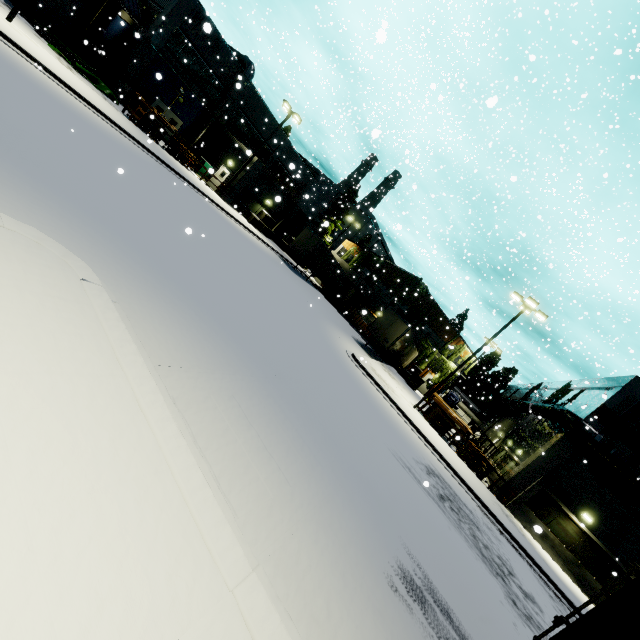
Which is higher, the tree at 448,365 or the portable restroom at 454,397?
the tree at 448,365

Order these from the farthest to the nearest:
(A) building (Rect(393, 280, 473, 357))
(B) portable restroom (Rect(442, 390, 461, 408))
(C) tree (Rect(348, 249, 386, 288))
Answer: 1. (C) tree (Rect(348, 249, 386, 288))
2. (A) building (Rect(393, 280, 473, 357))
3. (B) portable restroom (Rect(442, 390, 461, 408))

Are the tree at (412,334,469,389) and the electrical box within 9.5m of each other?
yes

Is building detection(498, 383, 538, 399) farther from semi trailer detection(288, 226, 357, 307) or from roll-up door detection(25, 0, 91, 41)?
roll-up door detection(25, 0, 91, 41)

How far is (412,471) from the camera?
11.0 meters

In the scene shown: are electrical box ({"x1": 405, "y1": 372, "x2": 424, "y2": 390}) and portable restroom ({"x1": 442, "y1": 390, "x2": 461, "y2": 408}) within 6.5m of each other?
yes

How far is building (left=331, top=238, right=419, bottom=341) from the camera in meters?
43.3

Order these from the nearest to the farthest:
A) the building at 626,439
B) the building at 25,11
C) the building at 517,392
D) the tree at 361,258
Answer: the building at 626,439, the building at 25,11, the building at 517,392, the tree at 361,258
